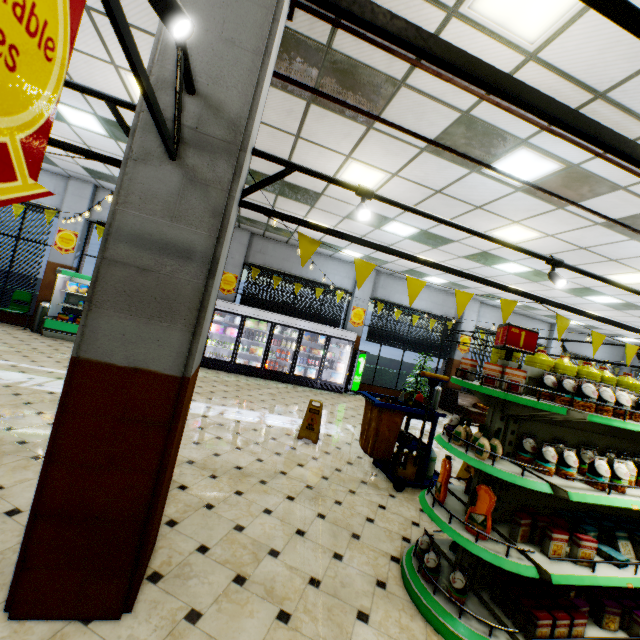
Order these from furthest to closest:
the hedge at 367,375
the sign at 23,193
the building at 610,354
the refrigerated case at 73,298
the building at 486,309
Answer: the building at 610,354, the hedge at 367,375, the building at 486,309, the refrigerated case at 73,298, the sign at 23,193

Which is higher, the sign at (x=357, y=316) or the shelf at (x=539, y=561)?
the sign at (x=357, y=316)

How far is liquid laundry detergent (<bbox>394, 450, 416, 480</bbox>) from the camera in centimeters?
498cm

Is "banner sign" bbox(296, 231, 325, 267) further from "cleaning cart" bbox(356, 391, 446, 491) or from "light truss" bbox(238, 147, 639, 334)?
"cleaning cart" bbox(356, 391, 446, 491)

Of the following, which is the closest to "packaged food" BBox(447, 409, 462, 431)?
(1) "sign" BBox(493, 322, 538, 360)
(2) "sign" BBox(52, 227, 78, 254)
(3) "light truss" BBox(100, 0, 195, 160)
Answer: (1) "sign" BBox(493, 322, 538, 360)

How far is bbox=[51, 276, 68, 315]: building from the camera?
10.2m

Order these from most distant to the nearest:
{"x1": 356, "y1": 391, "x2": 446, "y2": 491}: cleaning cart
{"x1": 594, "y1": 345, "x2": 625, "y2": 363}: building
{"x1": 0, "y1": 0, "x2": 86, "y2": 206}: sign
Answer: {"x1": 594, "y1": 345, "x2": 625, "y2": 363}: building → {"x1": 356, "y1": 391, "x2": 446, "y2": 491}: cleaning cart → {"x1": 0, "y1": 0, "x2": 86, "y2": 206}: sign

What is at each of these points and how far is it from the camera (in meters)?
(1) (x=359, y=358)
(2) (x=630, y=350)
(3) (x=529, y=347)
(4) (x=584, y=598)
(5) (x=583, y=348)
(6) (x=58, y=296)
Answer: (1) sign, 12.12
(2) banner sign, 3.75
(3) sign, 2.86
(4) boxed food, 2.95
(5) building, 16.06
(6) building, 10.19
